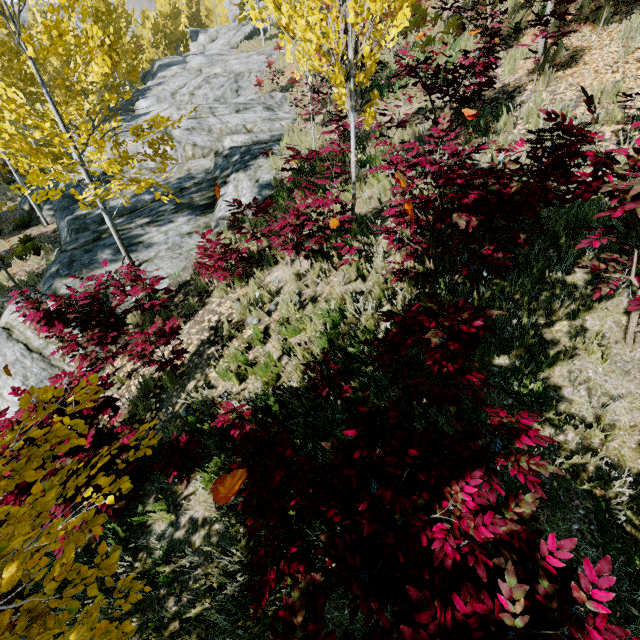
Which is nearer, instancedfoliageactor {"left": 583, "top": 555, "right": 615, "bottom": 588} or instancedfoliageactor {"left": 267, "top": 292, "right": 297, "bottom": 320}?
instancedfoliageactor {"left": 583, "top": 555, "right": 615, "bottom": 588}

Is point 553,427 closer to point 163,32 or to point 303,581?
point 303,581

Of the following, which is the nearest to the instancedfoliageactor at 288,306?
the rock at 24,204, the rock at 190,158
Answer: the rock at 190,158

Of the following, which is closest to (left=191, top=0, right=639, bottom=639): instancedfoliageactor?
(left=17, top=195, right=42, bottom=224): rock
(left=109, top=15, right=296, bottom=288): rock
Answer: (left=109, top=15, right=296, bottom=288): rock

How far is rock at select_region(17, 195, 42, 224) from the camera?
15.72m

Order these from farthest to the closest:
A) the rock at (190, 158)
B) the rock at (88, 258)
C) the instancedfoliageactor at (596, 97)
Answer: the rock at (190, 158), the rock at (88, 258), the instancedfoliageactor at (596, 97)

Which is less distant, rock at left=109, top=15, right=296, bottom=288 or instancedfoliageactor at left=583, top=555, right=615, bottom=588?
instancedfoliageactor at left=583, top=555, right=615, bottom=588

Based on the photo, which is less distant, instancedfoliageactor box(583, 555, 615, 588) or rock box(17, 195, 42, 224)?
instancedfoliageactor box(583, 555, 615, 588)
